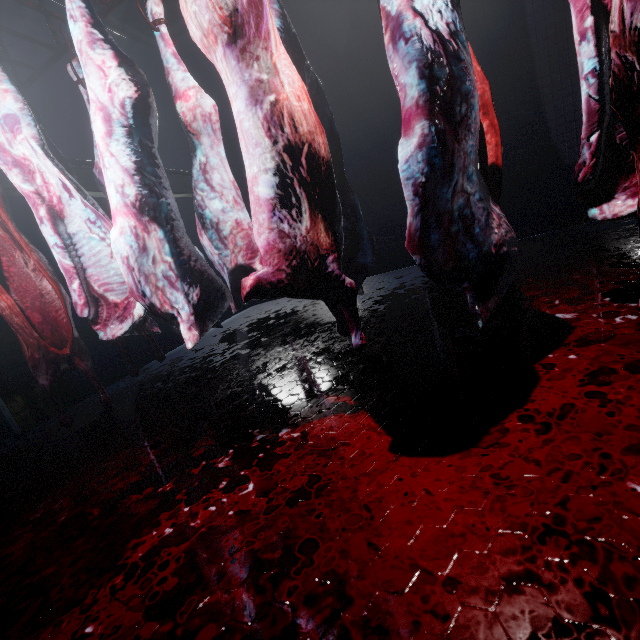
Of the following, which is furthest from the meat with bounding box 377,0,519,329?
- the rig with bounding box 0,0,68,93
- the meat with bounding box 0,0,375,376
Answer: the meat with bounding box 0,0,375,376

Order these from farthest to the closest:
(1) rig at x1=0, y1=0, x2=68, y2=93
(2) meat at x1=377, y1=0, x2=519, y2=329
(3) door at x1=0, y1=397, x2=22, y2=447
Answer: (3) door at x1=0, y1=397, x2=22, y2=447 → (1) rig at x1=0, y1=0, x2=68, y2=93 → (2) meat at x1=377, y1=0, x2=519, y2=329

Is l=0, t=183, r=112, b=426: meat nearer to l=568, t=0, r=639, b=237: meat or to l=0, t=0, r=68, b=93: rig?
l=0, t=0, r=68, b=93: rig

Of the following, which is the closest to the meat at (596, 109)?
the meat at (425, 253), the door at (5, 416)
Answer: the meat at (425, 253)

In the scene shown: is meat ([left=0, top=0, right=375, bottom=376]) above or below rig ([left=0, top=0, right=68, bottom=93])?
below

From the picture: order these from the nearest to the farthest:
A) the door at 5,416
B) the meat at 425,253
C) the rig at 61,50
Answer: the meat at 425,253 → the rig at 61,50 → the door at 5,416

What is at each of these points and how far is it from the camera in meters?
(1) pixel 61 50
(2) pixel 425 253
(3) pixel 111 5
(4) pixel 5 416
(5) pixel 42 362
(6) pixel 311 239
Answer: (1) rig, 2.1
(2) meat, 1.0
(3) rig, 1.9
(4) door, 2.6
(5) meat, 2.0
(6) meat, 1.2

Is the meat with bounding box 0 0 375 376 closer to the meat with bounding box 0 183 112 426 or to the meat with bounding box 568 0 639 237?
the meat with bounding box 0 183 112 426
